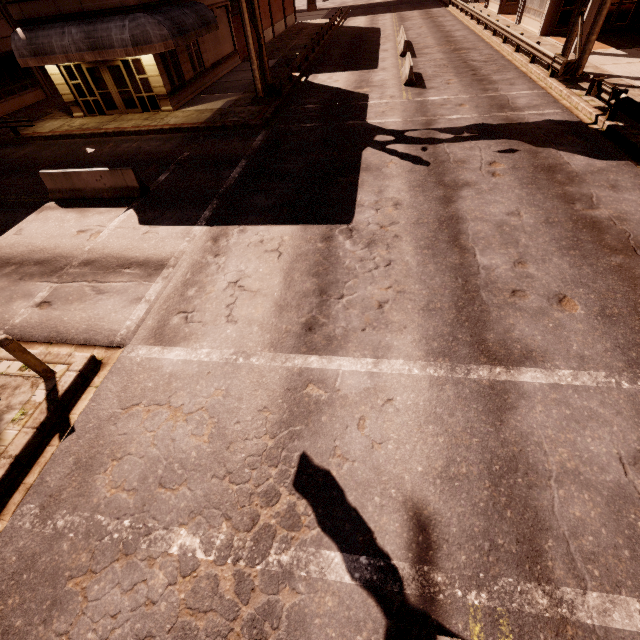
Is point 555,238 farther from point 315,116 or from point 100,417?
point 315,116

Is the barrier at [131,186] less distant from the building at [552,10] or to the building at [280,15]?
the building at [280,15]

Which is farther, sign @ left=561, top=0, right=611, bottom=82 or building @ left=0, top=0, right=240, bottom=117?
building @ left=0, top=0, right=240, bottom=117

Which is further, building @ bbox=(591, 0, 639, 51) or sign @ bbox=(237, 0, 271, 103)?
building @ bbox=(591, 0, 639, 51)

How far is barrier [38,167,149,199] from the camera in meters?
11.8 m

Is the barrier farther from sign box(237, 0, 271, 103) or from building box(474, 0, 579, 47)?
building box(474, 0, 579, 47)

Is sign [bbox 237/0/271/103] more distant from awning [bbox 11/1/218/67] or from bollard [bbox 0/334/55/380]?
bollard [bbox 0/334/55/380]

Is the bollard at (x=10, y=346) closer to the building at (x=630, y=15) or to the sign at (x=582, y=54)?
the sign at (x=582, y=54)
